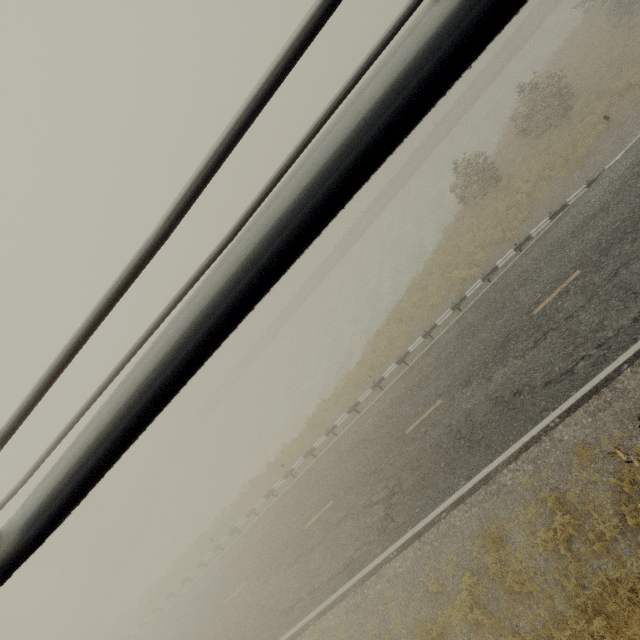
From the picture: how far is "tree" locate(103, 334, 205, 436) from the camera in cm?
46

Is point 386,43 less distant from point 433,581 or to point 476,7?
point 476,7

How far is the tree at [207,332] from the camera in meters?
0.4
